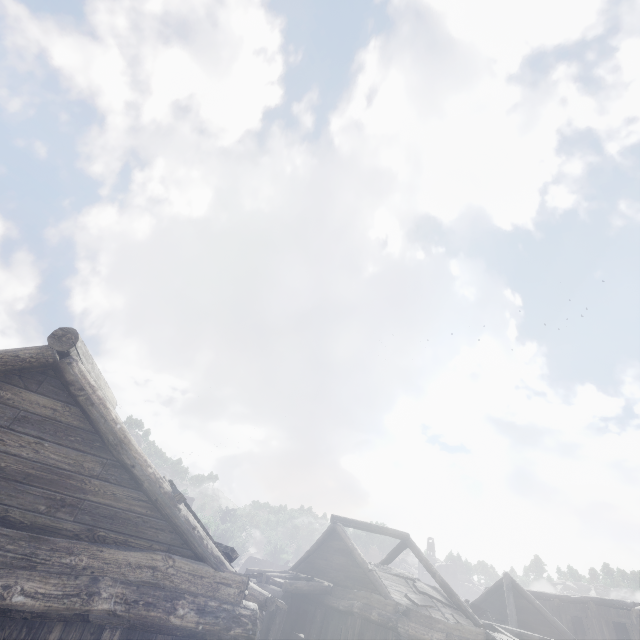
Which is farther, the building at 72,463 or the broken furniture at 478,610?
the broken furniture at 478,610

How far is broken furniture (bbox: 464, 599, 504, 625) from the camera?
19.05m

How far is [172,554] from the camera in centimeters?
524cm

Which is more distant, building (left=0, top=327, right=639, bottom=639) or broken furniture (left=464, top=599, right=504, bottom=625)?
broken furniture (left=464, top=599, right=504, bottom=625)

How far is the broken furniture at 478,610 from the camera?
19.0 meters
